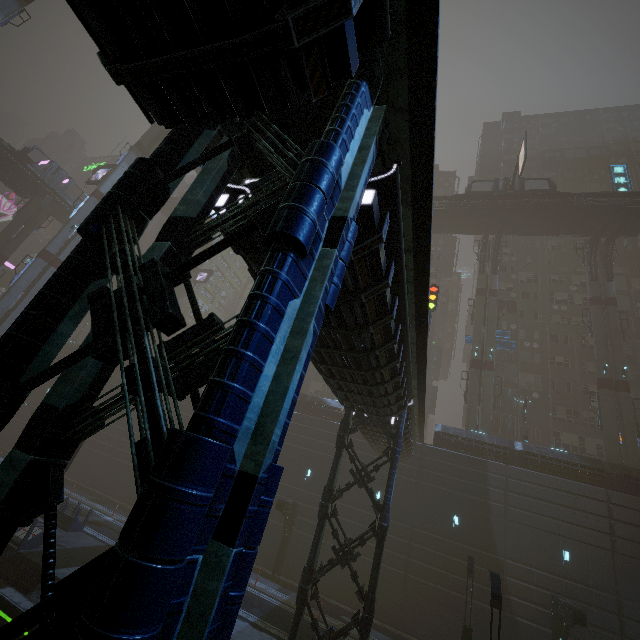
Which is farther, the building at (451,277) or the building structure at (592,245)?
the building at (451,277)

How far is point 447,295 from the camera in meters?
48.8

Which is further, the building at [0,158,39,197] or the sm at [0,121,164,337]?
the building at [0,158,39,197]

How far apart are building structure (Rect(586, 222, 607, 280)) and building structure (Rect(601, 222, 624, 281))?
0.6m

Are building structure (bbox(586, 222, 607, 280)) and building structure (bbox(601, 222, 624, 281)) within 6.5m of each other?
yes

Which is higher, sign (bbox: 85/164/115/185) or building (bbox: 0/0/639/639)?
sign (bbox: 85/164/115/185)

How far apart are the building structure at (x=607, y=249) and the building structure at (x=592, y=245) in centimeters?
65cm

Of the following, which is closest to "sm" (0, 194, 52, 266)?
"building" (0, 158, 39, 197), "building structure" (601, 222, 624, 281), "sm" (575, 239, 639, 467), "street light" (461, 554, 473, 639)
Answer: "building" (0, 158, 39, 197)
